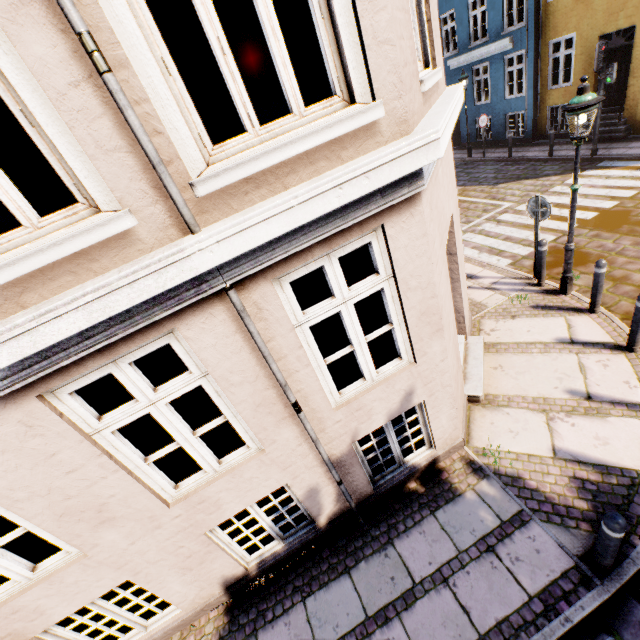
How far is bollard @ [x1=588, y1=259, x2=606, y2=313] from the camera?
5.6 meters

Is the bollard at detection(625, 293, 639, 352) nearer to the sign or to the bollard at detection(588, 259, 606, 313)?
the bollard at detection(588, 259, 606, 313)

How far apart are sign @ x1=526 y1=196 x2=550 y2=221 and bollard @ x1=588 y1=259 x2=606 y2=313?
1.39m

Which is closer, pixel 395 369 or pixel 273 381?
pixel 273 381

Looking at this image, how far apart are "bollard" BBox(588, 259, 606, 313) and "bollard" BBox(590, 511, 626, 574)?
4.37m

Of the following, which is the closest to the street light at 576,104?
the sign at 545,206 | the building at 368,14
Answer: the sign at 545,206

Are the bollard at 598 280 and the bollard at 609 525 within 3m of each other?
no

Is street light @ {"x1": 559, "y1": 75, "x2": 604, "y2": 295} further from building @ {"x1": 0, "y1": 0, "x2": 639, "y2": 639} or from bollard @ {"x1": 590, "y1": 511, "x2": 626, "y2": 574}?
bollard @ {"x1": 590, "y1": 511, "x2": 626, "y2": 574}
